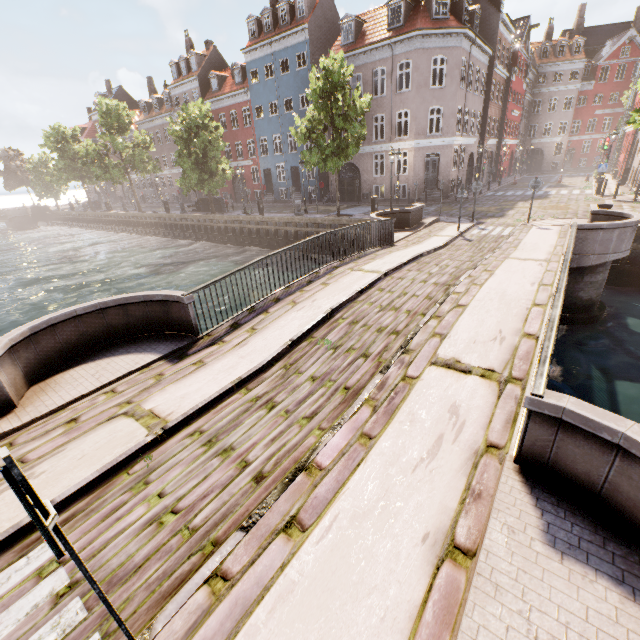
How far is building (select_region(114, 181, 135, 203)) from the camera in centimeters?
A: 5453cm

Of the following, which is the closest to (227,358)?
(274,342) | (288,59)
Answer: (274,342)

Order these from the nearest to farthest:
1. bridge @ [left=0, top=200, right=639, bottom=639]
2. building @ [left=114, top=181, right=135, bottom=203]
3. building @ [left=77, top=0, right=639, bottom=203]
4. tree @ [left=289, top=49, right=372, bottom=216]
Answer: bridge @ [left=0, top=200, right=639, bottom=639] < tree @ [left=289, top=49, right=372, bottom=216] < building @ [left=77, top=0, right=639, bottom=203] < building @ [left=114, top=181, right=135, bottom=203]

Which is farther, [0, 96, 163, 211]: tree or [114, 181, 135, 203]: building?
[114, 181, 135, 203]: building

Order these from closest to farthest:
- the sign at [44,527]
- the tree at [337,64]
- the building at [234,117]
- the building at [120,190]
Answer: the sign at [44,527], the tree at [337,64], the building at [234,117], the building at [120,190]

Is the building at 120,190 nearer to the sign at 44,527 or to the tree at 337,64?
the tree at 337,64

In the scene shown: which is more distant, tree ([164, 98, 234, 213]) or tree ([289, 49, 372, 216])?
tree ([164, 98, 234, 213])

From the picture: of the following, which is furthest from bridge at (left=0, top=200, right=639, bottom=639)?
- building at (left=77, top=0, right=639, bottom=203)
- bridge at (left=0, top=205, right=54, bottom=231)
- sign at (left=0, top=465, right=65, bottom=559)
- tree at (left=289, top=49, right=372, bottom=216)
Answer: bridge at (left=0, top=205, right=54, bottom=231)
